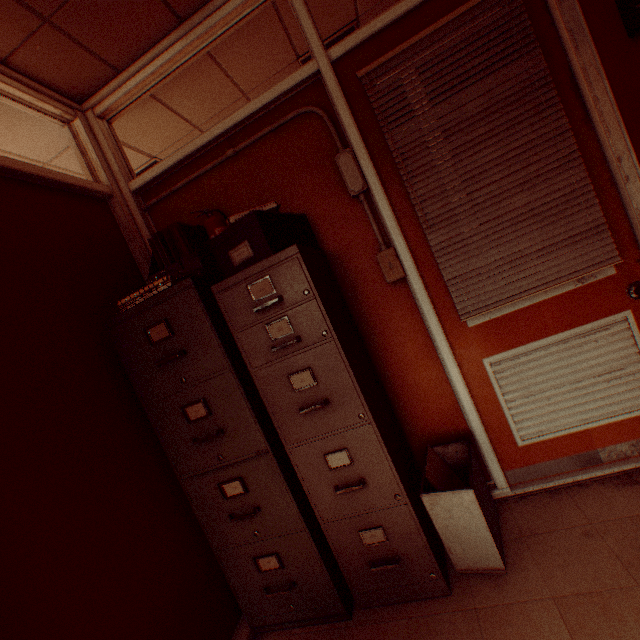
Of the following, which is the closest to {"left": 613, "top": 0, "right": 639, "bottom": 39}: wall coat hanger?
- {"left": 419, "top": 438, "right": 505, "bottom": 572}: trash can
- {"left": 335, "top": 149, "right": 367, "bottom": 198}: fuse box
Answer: {"left": 335, "top": 149, "right": 367, "bottom": 198}: fuse box

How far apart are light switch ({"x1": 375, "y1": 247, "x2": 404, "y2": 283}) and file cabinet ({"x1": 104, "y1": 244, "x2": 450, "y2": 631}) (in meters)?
0.65

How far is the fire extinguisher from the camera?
2.0m

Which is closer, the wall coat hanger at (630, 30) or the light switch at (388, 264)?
the wall coat hanger at (630, 30)

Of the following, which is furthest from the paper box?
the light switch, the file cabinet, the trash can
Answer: the trash can

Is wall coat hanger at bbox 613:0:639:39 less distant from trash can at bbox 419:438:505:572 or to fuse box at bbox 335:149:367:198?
fuse box at bbox 335:149:367:198

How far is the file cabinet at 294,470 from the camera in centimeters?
156cm

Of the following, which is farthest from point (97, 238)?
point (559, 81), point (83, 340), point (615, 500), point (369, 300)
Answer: point (615, 500)
